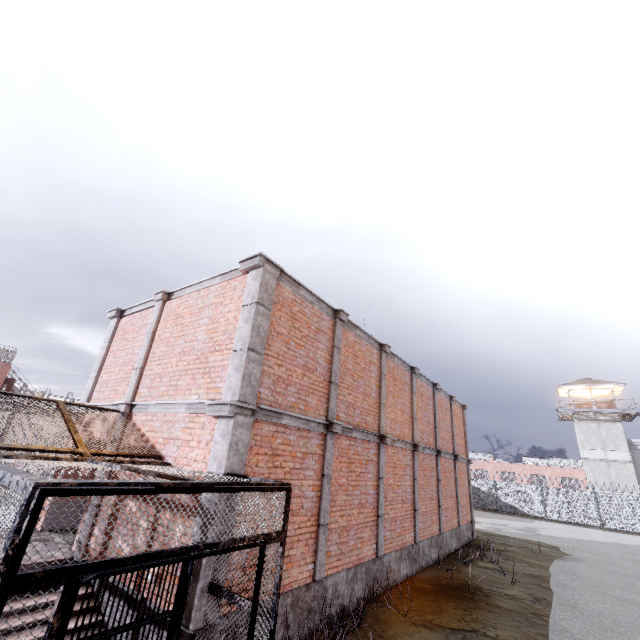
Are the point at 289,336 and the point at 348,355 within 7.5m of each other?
yes

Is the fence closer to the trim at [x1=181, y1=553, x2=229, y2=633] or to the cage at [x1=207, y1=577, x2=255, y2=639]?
the cage at [x1=207, y1=577, x2=255, y2=639]

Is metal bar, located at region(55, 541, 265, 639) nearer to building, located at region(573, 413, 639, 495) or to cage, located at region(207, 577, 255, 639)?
cage, located at region(207, 577, 255, 639)

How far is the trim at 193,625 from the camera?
4.58m

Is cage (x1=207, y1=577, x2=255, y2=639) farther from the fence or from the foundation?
the fence

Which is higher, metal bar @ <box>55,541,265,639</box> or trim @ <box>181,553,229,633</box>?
metal bar @ <box>55,541,265,639</box>

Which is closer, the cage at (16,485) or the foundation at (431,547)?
the cage at (16,485)

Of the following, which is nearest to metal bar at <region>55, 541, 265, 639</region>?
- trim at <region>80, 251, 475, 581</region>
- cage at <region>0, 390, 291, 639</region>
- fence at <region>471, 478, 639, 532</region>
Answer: cage at <region>0, 390, 291, 639</region>
